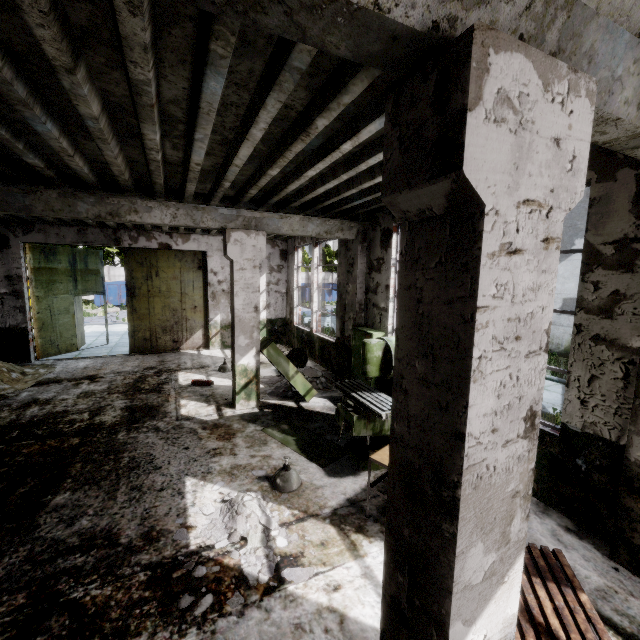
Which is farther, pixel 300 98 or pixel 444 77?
pixel 300 98

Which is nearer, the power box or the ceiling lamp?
the ceiling lamp

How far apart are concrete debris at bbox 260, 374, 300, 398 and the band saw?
2.4m

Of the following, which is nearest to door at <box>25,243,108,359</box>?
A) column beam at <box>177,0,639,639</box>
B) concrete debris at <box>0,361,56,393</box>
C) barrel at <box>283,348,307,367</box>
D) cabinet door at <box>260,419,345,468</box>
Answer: concrete debris at <box>0,361,56,393</box>

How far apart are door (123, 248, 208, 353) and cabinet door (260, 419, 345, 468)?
7.5m

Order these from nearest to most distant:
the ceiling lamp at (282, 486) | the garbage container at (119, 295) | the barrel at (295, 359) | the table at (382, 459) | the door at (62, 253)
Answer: the table at (382, 459), the ceiling lamp at (282, 486), the barrel at (295, 359), the door at (62, 253), the garbage container at (119, 295)

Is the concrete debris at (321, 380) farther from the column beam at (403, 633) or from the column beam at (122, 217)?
the column beam at (403, 633)

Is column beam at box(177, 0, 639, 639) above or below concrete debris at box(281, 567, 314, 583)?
above
